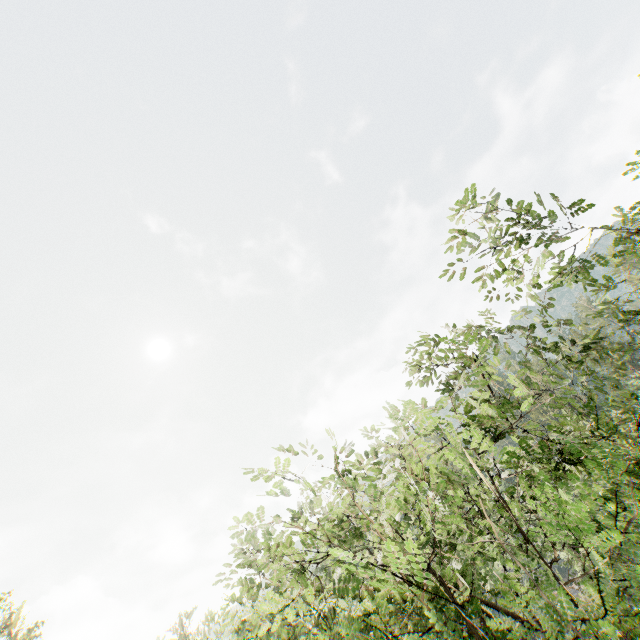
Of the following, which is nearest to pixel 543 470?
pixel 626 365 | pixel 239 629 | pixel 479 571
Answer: pixel 239 629

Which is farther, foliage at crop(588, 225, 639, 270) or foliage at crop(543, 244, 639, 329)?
foliage at crop(543, 244, 639, 329)

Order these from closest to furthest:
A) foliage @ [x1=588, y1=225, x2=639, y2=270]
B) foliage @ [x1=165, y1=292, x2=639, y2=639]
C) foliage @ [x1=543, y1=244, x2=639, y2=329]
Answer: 1. foliage @ [x1=165, y1=292, x2=639, y2=639]
2. foliage @ [x1=588, y1=225, x2=639, y2=270]
3. foliage @ [x1=543, y1=244, x2=639, y2=329]

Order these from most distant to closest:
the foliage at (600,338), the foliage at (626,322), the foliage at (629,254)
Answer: the foliage at (626,322) < the foliage at (629,254) < the foliage at (600,338)

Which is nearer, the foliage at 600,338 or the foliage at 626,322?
the foliage at 600,338
